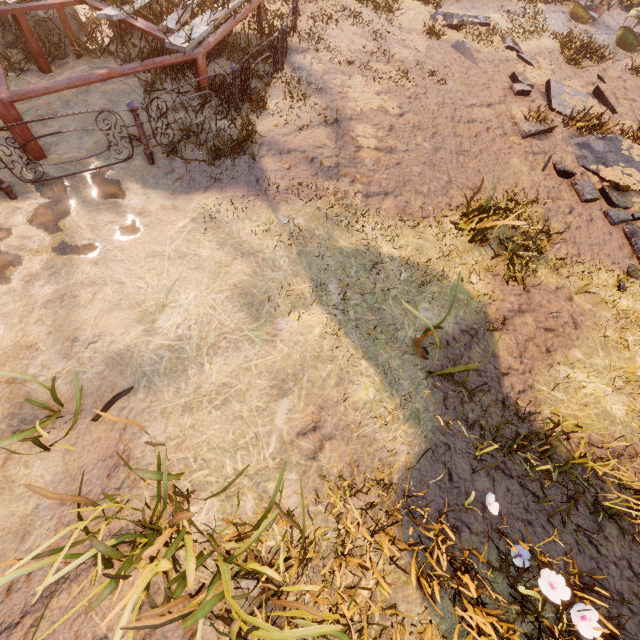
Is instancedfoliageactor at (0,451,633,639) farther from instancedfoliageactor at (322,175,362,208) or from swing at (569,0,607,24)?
swing at (569,0,607,24)

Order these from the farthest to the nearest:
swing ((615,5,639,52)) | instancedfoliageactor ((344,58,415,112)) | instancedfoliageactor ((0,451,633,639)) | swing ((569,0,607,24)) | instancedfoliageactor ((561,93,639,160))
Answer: swing ((569,0,607,24)) → swing ((615,5,639,52)) → instancedfoliageactor ((561,93,639,160)) → instancedfoliageactor ((344,58,415,112)) → instancedfoliageactor ((0,451,633,639))

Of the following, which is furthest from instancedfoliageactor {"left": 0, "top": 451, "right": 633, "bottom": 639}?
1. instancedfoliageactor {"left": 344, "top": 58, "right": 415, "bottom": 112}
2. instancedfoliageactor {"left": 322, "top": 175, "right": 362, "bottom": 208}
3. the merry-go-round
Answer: instancedfoliageactor {"left": 344, "top": 58, "right": 415, "bottom": 112}

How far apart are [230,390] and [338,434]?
1.32m

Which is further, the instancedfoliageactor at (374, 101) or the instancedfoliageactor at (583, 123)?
the instancedfoliageactor at (583, 123)

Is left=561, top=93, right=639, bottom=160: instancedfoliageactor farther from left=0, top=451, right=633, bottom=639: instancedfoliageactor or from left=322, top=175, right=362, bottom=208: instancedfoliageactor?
left=0, top=451, right=633, bottom=639: instancedfoliageactor

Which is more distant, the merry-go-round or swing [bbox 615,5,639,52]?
swing [bbox 615,5,639,52]

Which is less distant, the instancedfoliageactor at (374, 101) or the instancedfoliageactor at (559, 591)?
the instancedfoliageactor at (559, 591)
